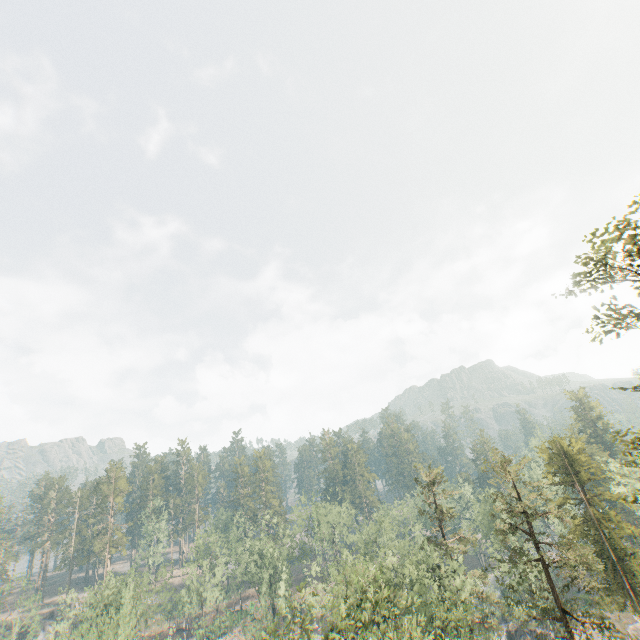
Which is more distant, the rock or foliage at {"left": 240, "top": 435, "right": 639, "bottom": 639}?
the rock

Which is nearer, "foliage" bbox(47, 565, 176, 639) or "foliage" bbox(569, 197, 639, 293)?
"foliage" bbox(569, 197, 639, 293)

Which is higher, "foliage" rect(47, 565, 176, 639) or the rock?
"foliage" rect(47, 565, 176, 639)

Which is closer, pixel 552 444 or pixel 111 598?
pixel 552 444

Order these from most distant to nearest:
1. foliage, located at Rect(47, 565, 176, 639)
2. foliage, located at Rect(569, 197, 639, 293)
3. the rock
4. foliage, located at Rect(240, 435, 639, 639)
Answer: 1. the rock
2. foliage, located at Rect(47, 565, 176, 639)
3. foliage, located at Rect(240, 435, 639, 639)
4. foliage, located at Rect(569, 197, 639, 293)

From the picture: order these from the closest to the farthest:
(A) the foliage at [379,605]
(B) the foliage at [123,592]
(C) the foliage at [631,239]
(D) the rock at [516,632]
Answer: (C) the foliage at [631,239]
(A) the foliage at [379,605]
(B) the foliage at [123,592]
(D) the rock at [516,632]

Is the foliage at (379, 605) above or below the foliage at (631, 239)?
below
